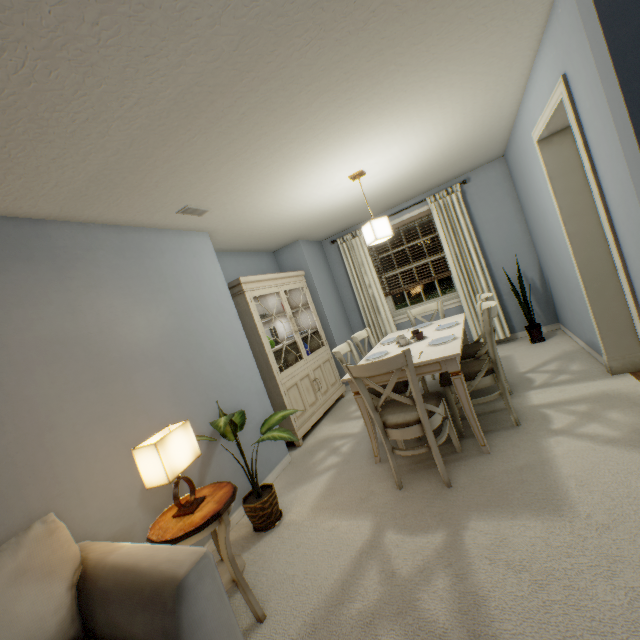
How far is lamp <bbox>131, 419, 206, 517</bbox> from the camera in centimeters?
156cm

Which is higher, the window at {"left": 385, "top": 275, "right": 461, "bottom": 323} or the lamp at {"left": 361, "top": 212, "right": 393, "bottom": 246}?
the lamp at {"left": 361, "top": 212, "right": 393, "bottom": 246}

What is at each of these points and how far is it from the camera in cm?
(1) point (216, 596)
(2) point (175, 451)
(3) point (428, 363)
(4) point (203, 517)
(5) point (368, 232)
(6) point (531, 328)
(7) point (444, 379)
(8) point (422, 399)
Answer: (1) sofa, 117
(2) lamp, 165
(3) dining table, 238
(4) round stand, 157
(5) lamp, 311
(6) plant, 418
(7) chair, 265
(8) chair, 208

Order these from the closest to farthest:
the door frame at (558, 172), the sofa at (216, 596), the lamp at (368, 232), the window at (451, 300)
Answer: the sofa at (216, 596) → the door frame at (558, 172) → the lamp at (368, 232) → the window at (451, 300)

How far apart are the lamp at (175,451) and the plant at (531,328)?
4.2 meters

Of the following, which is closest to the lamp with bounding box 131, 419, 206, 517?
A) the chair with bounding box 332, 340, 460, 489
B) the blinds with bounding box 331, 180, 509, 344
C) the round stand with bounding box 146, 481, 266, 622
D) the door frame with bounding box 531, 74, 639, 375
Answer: the round stand with bounding box 146, 481, 266, 622

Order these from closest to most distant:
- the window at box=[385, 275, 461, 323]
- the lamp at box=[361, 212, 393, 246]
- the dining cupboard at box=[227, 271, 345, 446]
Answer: the lamp at box=[361, 212, 393, 246], the dining cupboard at box=[227, 271, 345, 446], the window at box=[385, 275, 461, 323]

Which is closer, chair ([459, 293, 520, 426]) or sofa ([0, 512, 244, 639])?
sofa ([0, 512, 244, 639])
